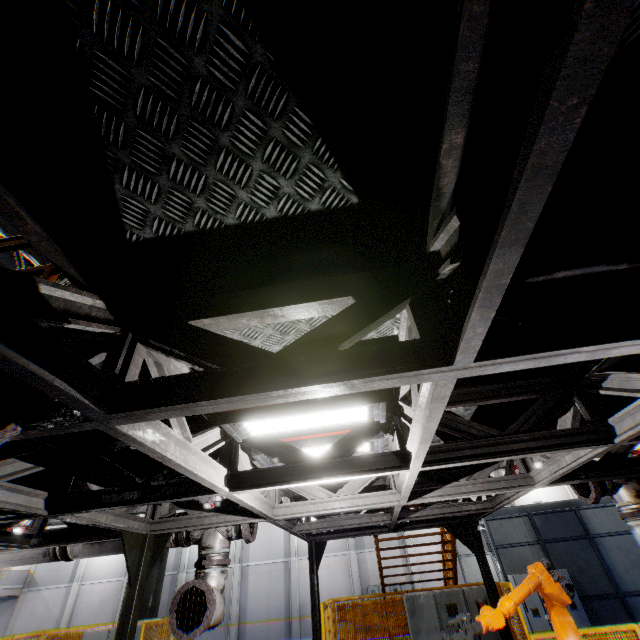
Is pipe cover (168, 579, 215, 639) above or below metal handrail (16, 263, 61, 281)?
below

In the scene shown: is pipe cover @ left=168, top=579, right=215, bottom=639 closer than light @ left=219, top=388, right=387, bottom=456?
No

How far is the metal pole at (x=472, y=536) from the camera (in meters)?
6.91

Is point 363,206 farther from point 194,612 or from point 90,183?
point 194,612

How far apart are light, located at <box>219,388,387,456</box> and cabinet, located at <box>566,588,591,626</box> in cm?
1463

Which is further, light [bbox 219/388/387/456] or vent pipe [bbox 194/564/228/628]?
vent pipe [bbox 194/564/228/628]

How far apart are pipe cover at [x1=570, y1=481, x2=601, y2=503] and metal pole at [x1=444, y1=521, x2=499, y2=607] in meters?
3.0

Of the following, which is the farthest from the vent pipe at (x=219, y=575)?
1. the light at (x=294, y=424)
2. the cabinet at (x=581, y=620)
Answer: the cabinet at (x=581, y=620)
